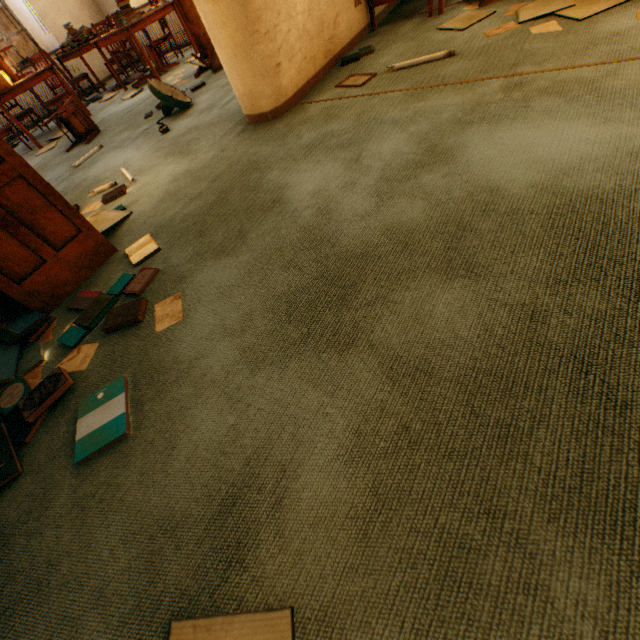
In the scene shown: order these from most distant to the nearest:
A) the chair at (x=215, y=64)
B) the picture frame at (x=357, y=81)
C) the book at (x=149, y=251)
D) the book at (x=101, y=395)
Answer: the chair at (x=215, y=64) → the picture frame at (x=357, y=81) → the book at (x=149, y=251) → the book at (x=101, y=395)

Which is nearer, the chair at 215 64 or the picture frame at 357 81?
the picture frame at 357 81

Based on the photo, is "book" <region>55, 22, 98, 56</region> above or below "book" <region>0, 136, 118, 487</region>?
above

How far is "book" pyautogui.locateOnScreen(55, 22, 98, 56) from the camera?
6.13m

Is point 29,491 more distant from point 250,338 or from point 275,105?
point 275,105

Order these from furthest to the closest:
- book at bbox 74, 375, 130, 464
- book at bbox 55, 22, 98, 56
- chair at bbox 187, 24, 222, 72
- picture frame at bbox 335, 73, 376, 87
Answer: book at bbox 55, 22, 98, 56 → chair at bbox 187, 24, 222, 72 → picture frame at bbox 335, 73, 376, 87 → book at bbox 74, 375, 130, 464

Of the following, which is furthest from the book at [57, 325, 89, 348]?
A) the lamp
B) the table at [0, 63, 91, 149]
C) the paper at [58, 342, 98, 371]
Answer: the table at [0, 63, 91, 149]

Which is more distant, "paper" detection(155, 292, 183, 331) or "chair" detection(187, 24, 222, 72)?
"chair" detection(187, 24, 222, 72)
